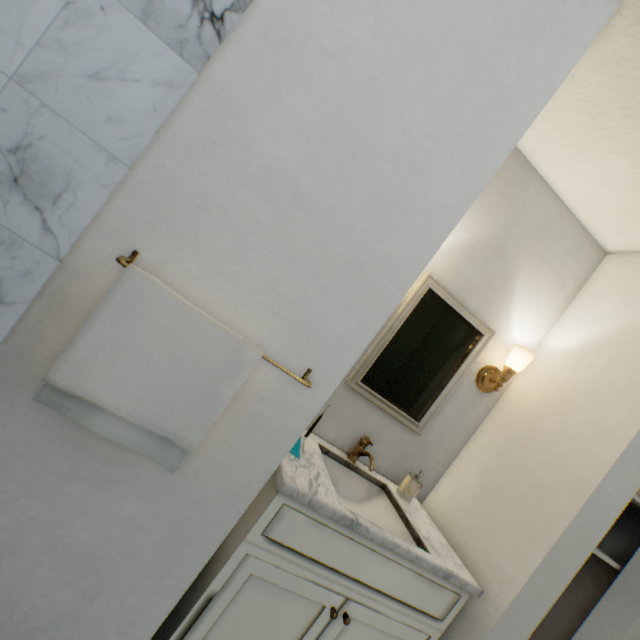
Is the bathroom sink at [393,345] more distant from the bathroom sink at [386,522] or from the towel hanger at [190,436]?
the towel hanger at [190,436]

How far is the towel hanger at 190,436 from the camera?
0.6m

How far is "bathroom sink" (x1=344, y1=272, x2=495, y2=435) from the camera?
1.5 meters

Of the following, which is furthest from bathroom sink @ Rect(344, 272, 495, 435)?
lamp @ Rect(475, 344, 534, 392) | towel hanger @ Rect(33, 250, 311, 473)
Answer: towel hanger @ Rect(33, 250, 311, 473)

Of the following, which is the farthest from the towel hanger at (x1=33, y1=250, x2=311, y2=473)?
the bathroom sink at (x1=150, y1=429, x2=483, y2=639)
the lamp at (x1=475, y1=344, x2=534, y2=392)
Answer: the lamp at (x1=475, y1=344, x2=534, y2=392)

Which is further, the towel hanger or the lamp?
the lamp

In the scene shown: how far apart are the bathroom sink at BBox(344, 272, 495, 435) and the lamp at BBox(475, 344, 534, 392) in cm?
15

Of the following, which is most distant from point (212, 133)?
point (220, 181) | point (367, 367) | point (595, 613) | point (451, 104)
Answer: point (595, 613)
